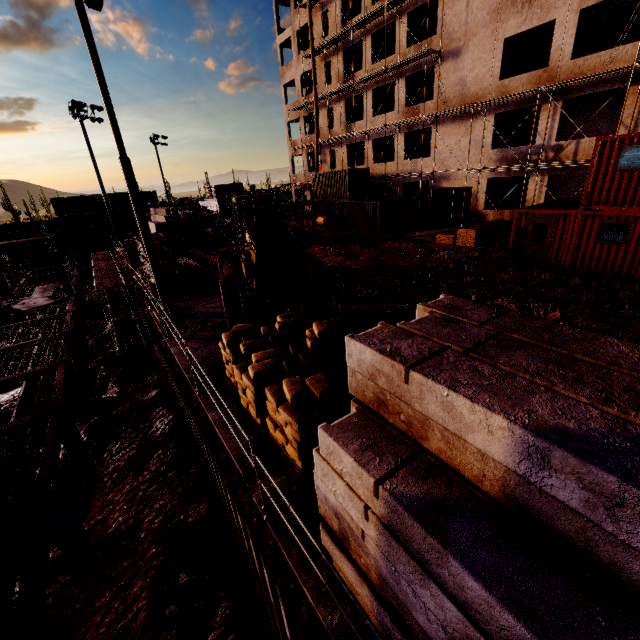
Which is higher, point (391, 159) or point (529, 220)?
point (391, 159)

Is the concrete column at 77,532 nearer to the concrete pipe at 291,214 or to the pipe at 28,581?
Answer: the pipe at 28,581

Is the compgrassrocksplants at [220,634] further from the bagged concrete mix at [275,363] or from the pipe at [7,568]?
the bagged concrete mix at [275,363]

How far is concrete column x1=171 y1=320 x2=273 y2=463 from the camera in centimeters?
593cm

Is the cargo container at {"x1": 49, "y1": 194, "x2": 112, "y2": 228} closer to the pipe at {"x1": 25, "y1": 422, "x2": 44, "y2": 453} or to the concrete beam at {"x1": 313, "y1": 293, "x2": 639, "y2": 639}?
the pipe at {"x1": 25, "y1": 422, "x2": 44, "y2": 453}

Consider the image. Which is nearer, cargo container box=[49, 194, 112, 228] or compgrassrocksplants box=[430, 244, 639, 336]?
compgrassrocksplants box=[430, 244, 639, 336]

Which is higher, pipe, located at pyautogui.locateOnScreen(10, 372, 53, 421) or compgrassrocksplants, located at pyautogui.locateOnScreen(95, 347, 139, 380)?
pipe, located at pyautogui.locateOnScreen(10, 372, 53, 421)

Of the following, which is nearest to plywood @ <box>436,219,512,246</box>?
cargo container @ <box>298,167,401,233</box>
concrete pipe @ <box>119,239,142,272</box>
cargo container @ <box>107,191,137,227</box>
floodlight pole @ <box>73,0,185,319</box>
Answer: cargo container @ <box>298,167,401,233</box>
